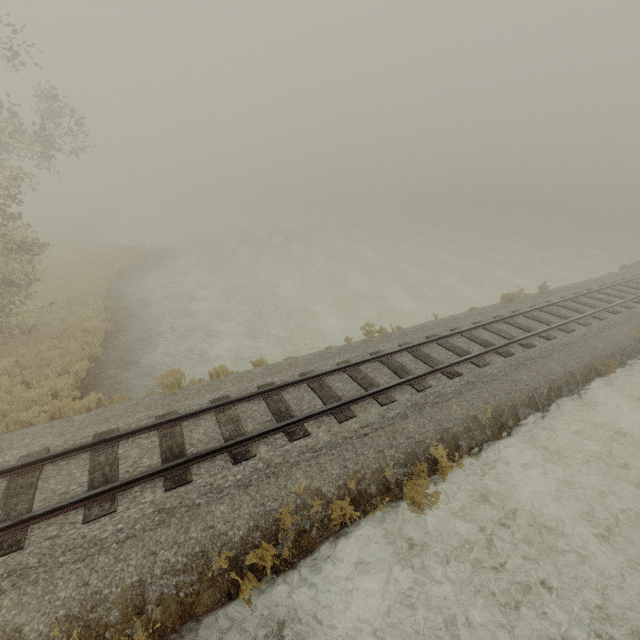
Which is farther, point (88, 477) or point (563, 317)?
point (563, 317)
